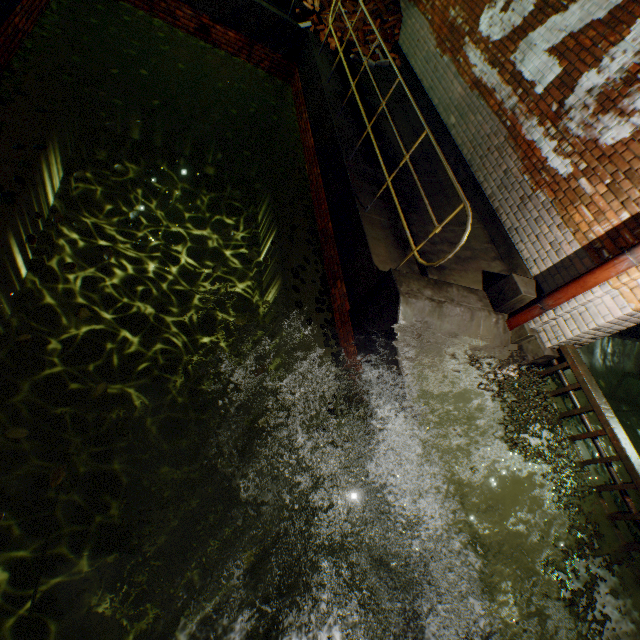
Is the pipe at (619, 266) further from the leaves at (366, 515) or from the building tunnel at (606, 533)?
the leaves at (366, 515)

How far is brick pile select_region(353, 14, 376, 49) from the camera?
8.37m

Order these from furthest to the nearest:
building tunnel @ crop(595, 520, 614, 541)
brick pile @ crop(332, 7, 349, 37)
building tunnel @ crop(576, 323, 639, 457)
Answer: brick pile @ crop(332, 7, 349, 37) < building tunnel @ crop(576, 323, 639, 457) < building tunnel @ crop(595, 520, 614, 541)

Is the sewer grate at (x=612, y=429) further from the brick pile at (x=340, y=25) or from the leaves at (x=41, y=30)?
the brick pile at (x=340, y=25)

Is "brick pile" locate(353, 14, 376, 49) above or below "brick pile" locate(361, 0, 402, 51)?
below

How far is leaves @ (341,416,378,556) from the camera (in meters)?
3.63

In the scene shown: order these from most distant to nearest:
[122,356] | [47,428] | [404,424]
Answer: [122,356], [47,428], [404,424]

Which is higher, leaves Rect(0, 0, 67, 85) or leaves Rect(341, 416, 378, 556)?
leaves Rect(0, 0, 67, 85)
